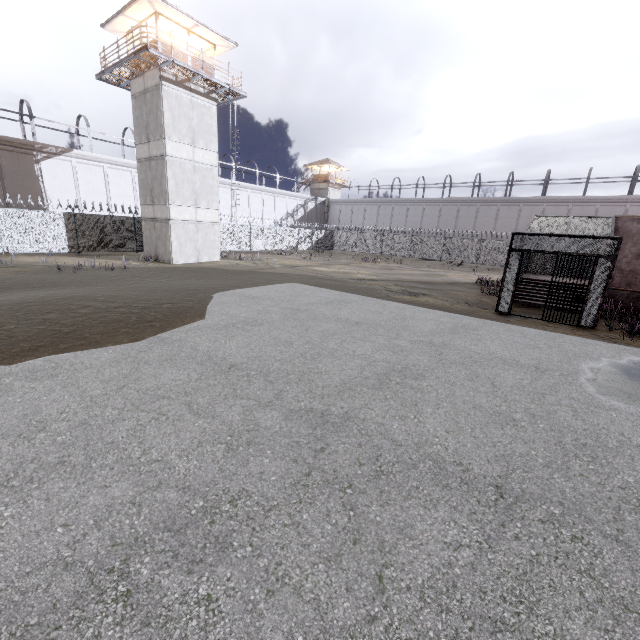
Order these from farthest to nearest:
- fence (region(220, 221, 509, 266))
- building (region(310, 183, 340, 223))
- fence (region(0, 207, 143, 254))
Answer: building (region(310, 183, 340, 223)), fence (region(220, 221, 509, 266)), fence (region(0, 207, 143, 254))

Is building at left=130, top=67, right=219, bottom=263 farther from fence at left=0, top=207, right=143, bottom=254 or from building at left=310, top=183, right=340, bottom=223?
building at left=310, top=183, right=340, bottom=223

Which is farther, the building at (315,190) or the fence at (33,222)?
the building at (315,190)

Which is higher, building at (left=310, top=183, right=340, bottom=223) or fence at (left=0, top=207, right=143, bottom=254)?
building at (left=310, top=183, right=340, bottom=223)

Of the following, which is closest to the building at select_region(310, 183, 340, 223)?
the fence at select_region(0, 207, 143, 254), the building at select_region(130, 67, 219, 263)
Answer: Result: the fence at select_region(0, 207, 143, 254)

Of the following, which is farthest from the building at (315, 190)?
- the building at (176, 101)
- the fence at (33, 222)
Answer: the building at (176, 101)

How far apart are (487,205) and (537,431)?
45.7m
